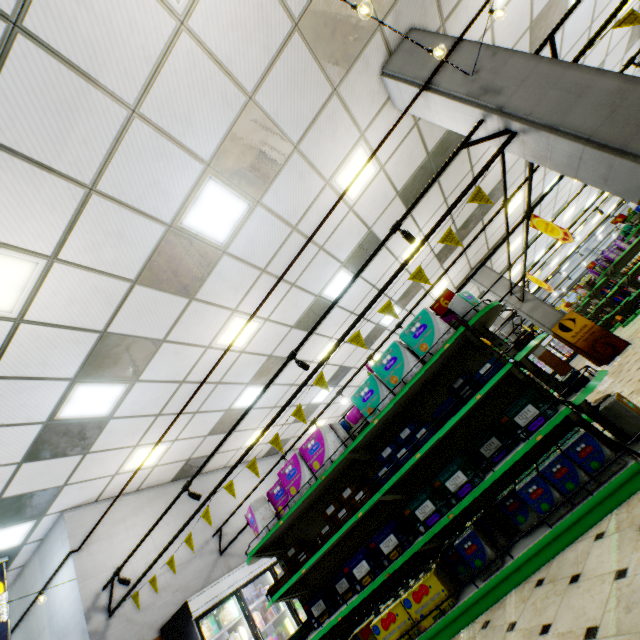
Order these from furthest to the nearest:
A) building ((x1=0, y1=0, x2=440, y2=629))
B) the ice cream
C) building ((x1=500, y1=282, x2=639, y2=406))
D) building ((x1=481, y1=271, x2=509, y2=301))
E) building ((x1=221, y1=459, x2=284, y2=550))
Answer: building ((x1=481, y1=271, x2=509, y2=301)) → building ((x1=221, y1=459, x2=284, y2=550)) → the ice cream → building ((x1=500, y1=282, x2=639, y2=406)) → building ((x1=0, y1=0, x2=440, y2=629))

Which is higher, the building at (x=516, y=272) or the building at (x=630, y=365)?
the building at (x=516, y=272)

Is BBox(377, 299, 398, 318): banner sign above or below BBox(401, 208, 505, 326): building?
below

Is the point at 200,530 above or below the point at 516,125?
above

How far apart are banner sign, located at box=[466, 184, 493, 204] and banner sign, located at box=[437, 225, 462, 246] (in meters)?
0.41

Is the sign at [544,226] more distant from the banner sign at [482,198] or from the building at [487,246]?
the banner sign at [482,198]

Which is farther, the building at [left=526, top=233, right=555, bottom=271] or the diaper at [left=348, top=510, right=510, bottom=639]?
the building at [left=526, top=233, right=555, bottom=271]

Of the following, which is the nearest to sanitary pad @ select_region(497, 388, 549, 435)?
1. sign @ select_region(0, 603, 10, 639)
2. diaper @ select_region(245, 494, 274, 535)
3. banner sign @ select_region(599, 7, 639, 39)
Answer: diaper @ select_region(245, 494, 274, 535)
